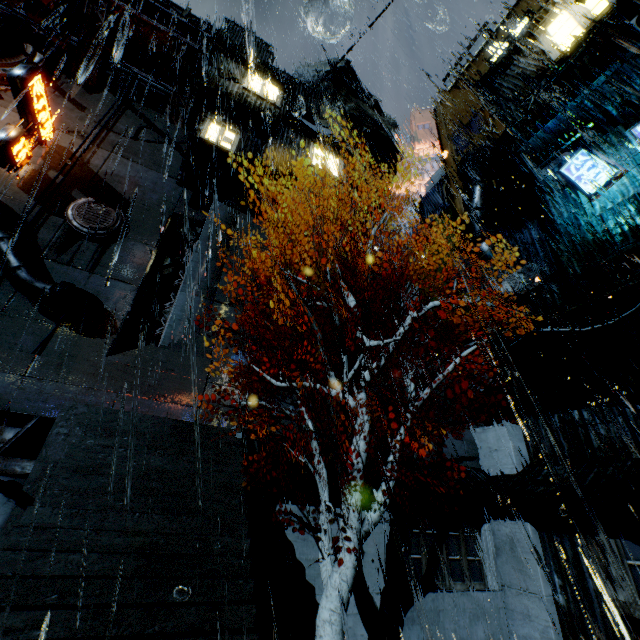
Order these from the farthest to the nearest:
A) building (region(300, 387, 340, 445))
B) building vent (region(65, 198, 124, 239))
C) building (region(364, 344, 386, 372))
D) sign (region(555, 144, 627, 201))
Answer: building (region(364, 344, 386, 372))
building vent (region(65, 198, 124, 239))
building (region(300, 387, 340, 445))
sign (region(555, 144, 627, 201))

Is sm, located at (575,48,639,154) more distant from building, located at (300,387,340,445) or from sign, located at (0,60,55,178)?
sign, located at (0,60,55,178)

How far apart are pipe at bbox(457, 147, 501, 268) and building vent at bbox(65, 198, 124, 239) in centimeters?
2142cm

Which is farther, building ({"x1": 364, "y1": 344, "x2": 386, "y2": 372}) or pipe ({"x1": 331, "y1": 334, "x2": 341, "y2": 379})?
building ({"x1": 364, "y1": 344, "x2": 386, "y2": 372})

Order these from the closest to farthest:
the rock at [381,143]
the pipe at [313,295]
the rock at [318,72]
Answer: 1. the pipe at [313,295]
2. the rock at [381,143]
3. the rock at [318,72]

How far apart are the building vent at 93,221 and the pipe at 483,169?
21.42m

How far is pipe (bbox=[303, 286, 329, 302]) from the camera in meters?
21.1

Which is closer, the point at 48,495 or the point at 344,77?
the point at 48,495
